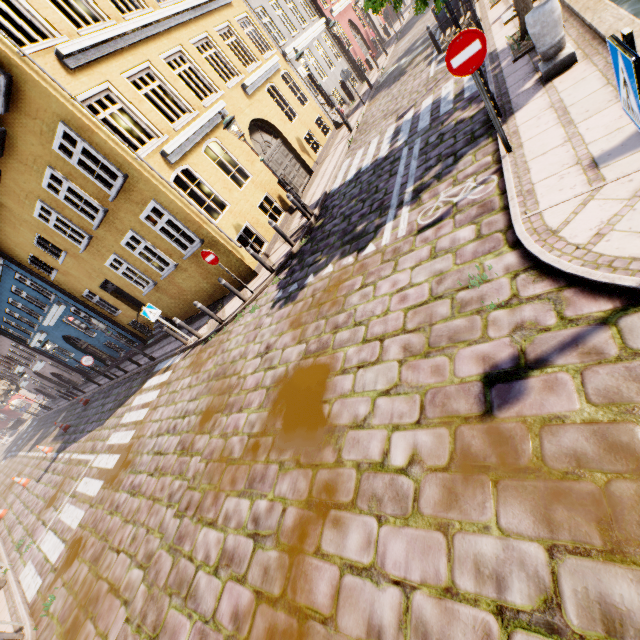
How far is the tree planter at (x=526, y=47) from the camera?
7.3m

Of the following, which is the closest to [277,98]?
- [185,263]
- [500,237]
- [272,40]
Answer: [272,40]

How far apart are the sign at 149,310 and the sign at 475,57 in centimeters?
1031cm

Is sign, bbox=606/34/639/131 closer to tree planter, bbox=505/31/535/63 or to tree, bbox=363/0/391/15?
tree planter, bbox=505/31/535/63

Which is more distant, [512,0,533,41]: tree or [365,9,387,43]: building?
[365,9,387,43]: building

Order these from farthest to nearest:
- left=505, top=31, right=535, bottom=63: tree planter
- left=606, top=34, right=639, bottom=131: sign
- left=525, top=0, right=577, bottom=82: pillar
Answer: left=505, top=31, right=535, bottom=63: tree planter < left=525, top=0, right=577, bottom=82: pillar < left=606, top=34, right=639, bottom=131: sign

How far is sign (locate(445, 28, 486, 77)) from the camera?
4.39m

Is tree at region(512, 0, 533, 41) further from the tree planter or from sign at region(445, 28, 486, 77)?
sign at region(445, 28, 486, 77)
